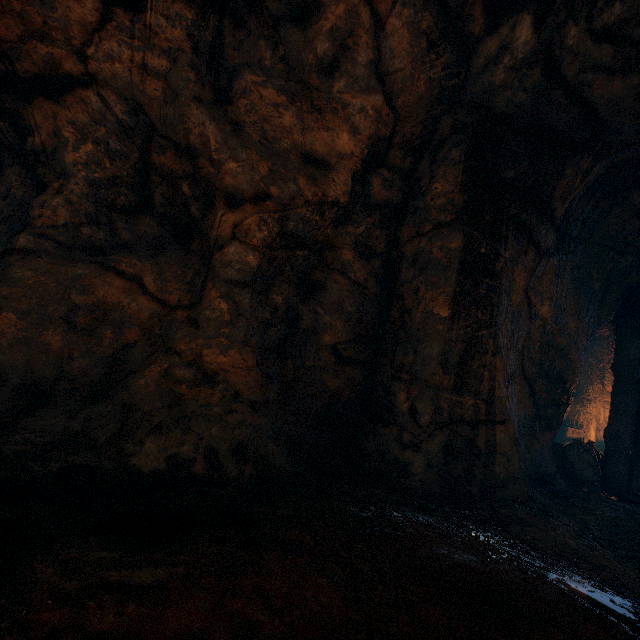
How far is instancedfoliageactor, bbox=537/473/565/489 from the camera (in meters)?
4.95

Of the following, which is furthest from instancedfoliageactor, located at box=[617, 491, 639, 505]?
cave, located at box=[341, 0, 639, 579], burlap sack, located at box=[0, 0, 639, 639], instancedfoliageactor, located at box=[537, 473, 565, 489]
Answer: burlap sack, located at box=[0, 0, 639, 639]

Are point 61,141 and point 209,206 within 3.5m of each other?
Result: yes

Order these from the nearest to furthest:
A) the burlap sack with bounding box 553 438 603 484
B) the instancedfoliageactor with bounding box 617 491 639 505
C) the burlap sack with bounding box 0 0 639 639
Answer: the burlap sack with bounding box 0 0 639 639 → the instancedfoliageactor with bounding box 617 491 639 505 → the burlap sack with bounding box 553 438 603 484

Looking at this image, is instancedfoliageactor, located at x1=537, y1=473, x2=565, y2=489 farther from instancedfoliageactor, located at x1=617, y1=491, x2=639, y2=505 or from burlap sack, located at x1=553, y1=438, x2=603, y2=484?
burlap sack, located at x1=553, y1=438, x2=603, y2=484

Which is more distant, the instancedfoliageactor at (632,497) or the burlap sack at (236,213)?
the instancedfoliageactor at (632,497)

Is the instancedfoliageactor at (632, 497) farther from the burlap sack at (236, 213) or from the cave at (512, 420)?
the burlap sack at (236, 213)

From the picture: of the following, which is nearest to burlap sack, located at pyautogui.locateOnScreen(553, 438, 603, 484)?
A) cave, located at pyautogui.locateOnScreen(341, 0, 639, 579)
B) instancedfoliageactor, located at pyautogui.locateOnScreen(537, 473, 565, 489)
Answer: cave, located at pyautogui.locateOnScreen(341, 0, 639, 579)
